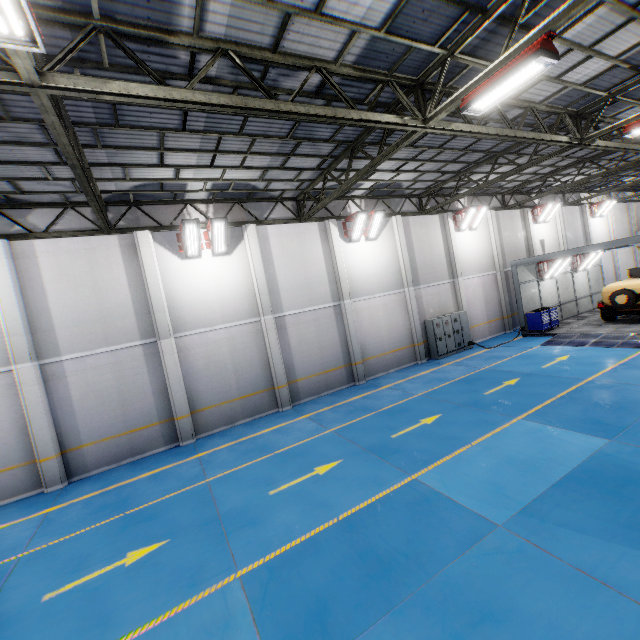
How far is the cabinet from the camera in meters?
17.4

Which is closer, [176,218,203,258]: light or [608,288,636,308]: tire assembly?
[176,218,203,258]: light

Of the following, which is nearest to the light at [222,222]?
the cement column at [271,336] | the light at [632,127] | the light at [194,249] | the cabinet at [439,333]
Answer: the light at [194,249]

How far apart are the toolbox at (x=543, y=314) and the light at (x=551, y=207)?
7.2m

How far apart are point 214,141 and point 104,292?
6.49m

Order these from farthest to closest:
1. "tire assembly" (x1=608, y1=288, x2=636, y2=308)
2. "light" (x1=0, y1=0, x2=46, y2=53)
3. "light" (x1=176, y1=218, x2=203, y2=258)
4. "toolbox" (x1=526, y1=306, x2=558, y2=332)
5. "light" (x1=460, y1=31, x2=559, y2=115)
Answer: "toolbox" (x1=526, y1=306, x2=558, y2=332) → "tire assembly" (x1=608, y1=288, x2=636, y2=308) → "light" (x1=176, y1=218, x2=203, y2=258) → "light" (x1=460, y1=31, x2=559, y2=115) → "light" (x1=0, y1=0, x2=46, y2=53)

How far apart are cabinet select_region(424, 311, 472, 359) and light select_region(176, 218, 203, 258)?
11.84m

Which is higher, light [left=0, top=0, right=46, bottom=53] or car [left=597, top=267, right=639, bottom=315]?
light [left=0, top=0, right=46, bottom=53]
